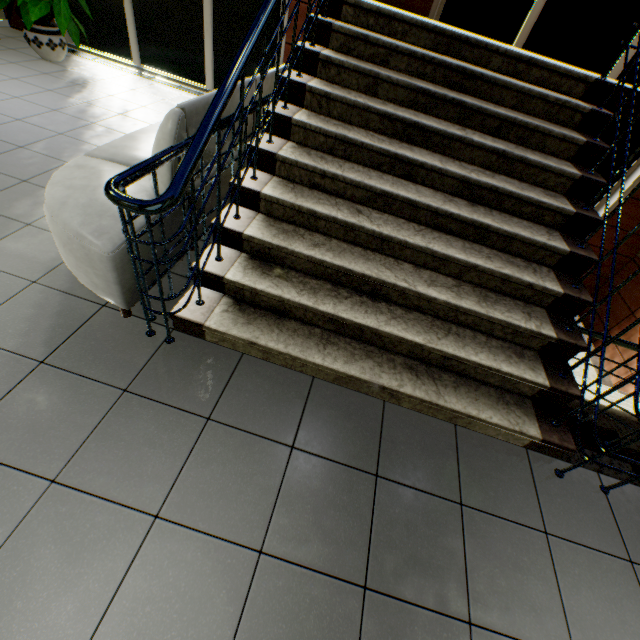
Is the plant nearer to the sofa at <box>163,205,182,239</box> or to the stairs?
the sofa at <box>163,205,182,239</box>

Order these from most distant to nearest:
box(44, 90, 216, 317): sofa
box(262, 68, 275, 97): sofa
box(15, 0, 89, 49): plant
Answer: box(15, 0, 89, 49): plant
box(262, 68, 275, 97): sofa
box(44, 90, 216, 317): sofa

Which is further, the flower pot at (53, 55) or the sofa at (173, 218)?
the flower pot at (53, 55)

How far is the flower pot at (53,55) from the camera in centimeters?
468cm

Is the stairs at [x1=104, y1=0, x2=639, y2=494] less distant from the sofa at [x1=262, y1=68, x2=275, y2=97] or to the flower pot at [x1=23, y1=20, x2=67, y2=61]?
the sofa at [x1=262, y1=68, x2=275, y2=97]

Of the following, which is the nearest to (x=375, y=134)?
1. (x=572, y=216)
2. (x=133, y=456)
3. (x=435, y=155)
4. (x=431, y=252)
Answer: (x=435, y=155)

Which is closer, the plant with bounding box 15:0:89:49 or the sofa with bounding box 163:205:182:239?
the sofa with bounding box 163:205:182:239
